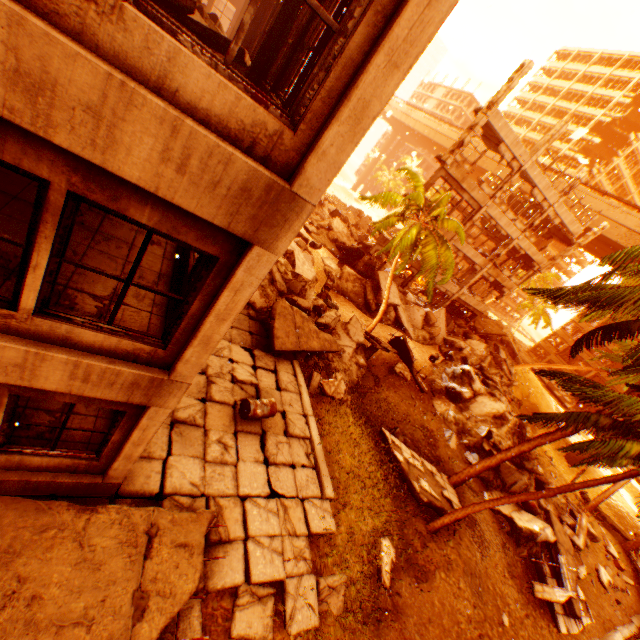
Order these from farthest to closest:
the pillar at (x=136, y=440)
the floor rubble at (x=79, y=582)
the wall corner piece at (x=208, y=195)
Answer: the pillar at (x=136, y=440)
the floor rubble at (x=79, y=582)
the wall corner piece at (x=208, y=195)

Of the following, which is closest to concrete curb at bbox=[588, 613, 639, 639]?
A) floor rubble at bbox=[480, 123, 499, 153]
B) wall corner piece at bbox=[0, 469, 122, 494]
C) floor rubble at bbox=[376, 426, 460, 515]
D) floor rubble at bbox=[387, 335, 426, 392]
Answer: floor rubble at bbox=[376, 426, 460, 515]

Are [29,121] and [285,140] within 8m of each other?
yes

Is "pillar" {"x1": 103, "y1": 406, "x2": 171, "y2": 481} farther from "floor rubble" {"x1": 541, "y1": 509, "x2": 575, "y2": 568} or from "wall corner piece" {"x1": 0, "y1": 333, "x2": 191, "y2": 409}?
"floor rubble" {"x1": 541, "y1": 509, "x2": 575, "y2": 568}

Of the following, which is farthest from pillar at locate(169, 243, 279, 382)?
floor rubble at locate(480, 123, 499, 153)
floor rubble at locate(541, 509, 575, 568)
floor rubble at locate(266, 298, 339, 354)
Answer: floor rubble at locate(541, 509, 575, 568)

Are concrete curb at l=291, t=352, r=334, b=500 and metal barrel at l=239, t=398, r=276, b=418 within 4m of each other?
yes

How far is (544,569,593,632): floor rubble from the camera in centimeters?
1227cm

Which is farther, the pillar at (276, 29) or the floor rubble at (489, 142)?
the floor rubble at (489, 142)
